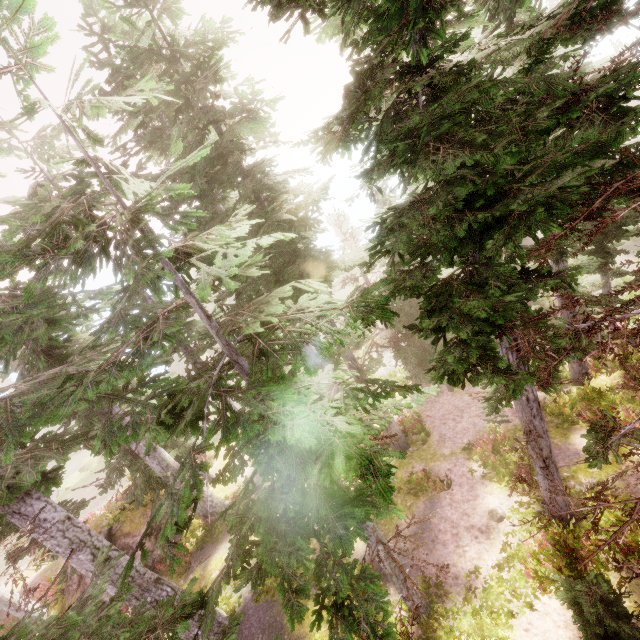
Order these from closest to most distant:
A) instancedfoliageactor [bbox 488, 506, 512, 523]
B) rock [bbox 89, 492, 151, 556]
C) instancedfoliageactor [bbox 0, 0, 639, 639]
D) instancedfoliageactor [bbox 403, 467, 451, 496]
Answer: instancedfoliageactor [bbox 0, 0, 639, 639], instancedfoliageactor [bbox 488, 506, 512, 523], instancedfoliageactor [bbox 403, 467, 451, 496], rock [bbox 89, 492, 151, 556]

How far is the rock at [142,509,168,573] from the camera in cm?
1695

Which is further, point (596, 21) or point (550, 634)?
point (550, 634)

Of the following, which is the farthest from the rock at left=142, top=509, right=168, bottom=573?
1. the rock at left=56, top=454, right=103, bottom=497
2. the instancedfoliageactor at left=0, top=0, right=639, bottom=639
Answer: the rock at left=56, top=454, right=103, bottom=497

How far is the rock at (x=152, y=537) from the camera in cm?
1695

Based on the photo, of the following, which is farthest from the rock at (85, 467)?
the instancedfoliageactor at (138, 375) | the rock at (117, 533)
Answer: the rock at (117, 533)

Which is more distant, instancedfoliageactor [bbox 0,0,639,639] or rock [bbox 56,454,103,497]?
rock [bbox 56,454,103,497]
